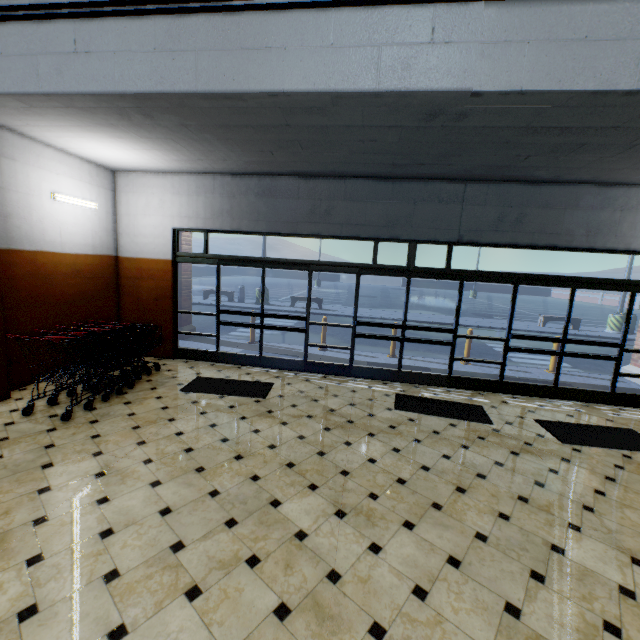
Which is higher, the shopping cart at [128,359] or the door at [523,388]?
the shopping cart at [128,359]

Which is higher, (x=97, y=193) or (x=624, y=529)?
(x=97, y=193)

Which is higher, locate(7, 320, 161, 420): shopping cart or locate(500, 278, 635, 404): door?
A: locate(7, 320, 161, 420): shopping cart

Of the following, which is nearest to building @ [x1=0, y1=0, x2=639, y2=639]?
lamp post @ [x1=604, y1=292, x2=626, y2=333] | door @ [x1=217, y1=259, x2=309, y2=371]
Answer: door @ [x1=217, y1=259, x2=309, y2=371]

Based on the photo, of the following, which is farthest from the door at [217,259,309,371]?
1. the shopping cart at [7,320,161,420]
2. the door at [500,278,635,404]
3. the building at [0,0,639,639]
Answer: the door at [500,278,635,404]

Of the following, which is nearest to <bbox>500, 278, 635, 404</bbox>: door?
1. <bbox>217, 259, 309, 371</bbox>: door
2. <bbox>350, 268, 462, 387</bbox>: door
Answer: <bbox>350, 268, 462, 387</bbox>: door

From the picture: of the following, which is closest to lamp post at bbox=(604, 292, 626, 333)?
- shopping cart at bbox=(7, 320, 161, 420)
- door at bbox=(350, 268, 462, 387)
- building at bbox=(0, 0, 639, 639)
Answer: building at bbox=(0, 0, 639, 639)

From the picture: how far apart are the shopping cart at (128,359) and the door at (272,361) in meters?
1.5
